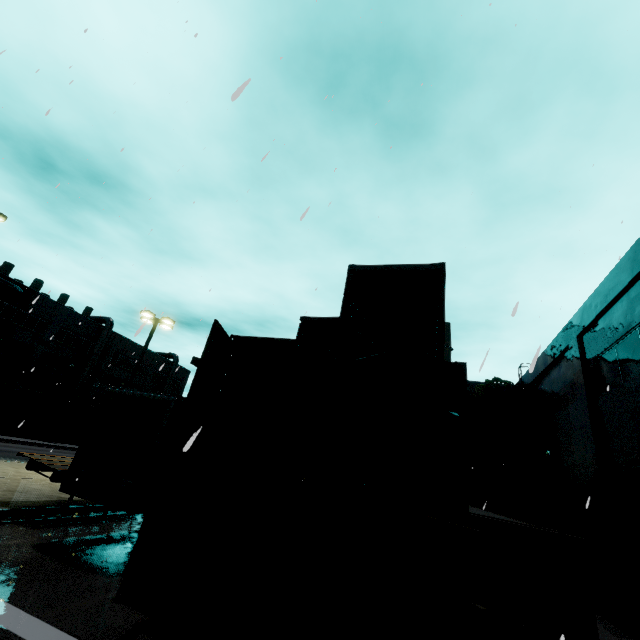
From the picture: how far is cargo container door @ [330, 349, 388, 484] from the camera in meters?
5.8

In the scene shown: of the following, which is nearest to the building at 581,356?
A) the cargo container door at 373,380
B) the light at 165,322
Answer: the light at 165,322

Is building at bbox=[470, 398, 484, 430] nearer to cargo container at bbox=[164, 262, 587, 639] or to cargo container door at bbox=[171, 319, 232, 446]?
cargo container at bbox=[164, 262, 587, 639]

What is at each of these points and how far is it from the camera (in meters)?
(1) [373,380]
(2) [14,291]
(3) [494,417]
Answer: (1) cargo container door, 6.47
(2) vent duct, 33.19
(3) tree, 22.95

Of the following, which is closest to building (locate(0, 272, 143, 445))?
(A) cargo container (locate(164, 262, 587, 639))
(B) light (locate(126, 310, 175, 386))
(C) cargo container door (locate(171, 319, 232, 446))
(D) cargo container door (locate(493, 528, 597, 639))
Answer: (B) light (locate(126, 310, 175, 386))

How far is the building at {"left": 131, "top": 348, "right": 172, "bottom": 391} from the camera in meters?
49.4

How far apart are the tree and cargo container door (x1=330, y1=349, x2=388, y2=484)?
20.0 meters

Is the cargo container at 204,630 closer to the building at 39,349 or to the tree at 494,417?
the building at 39,349
